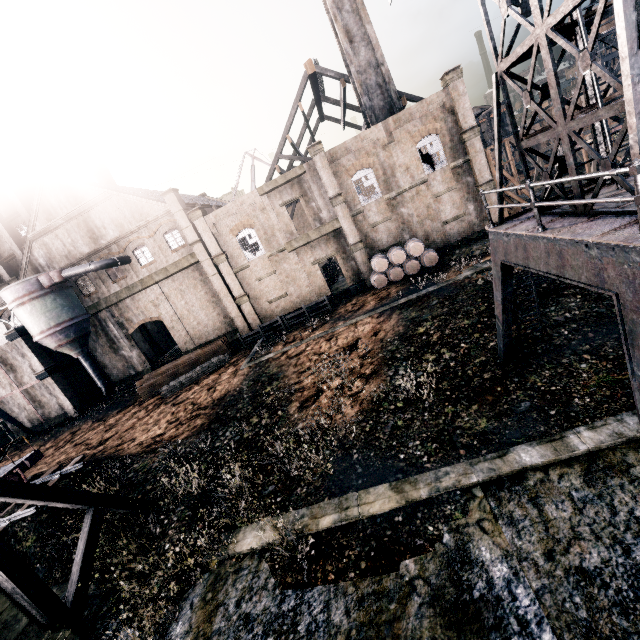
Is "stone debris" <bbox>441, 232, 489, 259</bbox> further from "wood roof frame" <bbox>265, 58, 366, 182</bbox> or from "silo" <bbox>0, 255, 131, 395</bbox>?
"silo" <bbox>0, 255, 131, 395</bbox>

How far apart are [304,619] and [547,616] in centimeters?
544cm

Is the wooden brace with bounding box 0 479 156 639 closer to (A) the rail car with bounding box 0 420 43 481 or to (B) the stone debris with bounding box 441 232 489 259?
(A) the rail car with bounding box 0 420 43 481

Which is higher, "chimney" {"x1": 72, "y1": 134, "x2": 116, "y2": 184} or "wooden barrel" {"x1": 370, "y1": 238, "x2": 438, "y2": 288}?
"chimney" {"x1": 72, "y1": 134, "x2": 116, "y2": 184}

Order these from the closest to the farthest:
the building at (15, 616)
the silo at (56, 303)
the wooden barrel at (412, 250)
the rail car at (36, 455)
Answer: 1. the building at (15, 616)
2. the rail car at (36, 455)
3. the wooden barrel at (412, 250)
4. the silo at (56, 303)

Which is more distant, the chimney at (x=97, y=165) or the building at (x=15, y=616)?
the chimney at (x=97, y=165)

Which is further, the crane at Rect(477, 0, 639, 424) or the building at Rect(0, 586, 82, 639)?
the building at Rect(0, 586, 82, 639)

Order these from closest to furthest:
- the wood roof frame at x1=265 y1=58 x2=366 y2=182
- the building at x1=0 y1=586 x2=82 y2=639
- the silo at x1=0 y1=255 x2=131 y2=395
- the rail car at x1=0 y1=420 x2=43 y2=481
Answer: the building at x1=0 y1=586 x2=82 y2=639 < the rail car at x1=0 y1=420 x2=43 y2=481 < the silo at x1=0 y1=255 x2=131 y2=395 < the wood roof frame at x1=265 y1=58 x2=366 y2=182
